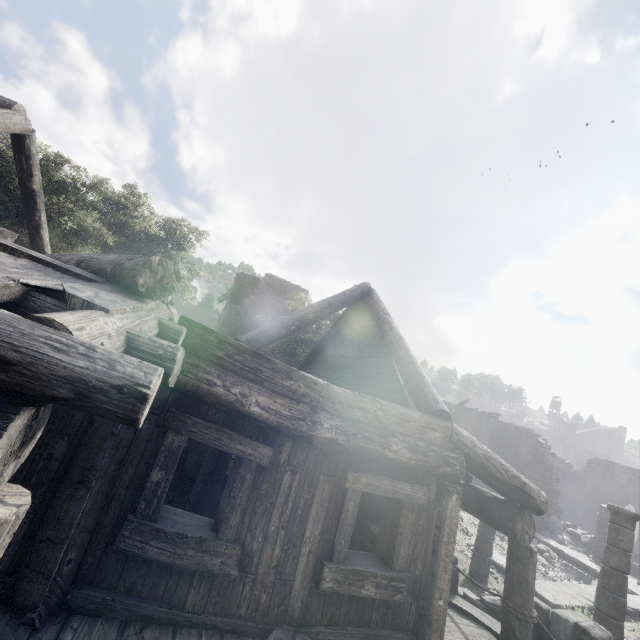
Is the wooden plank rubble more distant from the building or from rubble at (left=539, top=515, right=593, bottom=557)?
rubble at (left=539, top=515, right=593, bottom=557)

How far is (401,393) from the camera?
6.0m

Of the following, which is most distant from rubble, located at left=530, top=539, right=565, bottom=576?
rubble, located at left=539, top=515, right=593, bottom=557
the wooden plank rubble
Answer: the wooden plank rubble

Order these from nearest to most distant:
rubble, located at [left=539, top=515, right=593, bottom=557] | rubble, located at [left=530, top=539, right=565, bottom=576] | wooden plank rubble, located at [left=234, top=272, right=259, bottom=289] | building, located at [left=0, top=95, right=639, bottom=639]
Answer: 1. building, located at [left=0, top=95, right=639, bottom=639]
2. rubble, located at [left=530, top=539, right=565, bottom=576]
3. rubble, located at [left=539, top=515, right=593, bottom=557]
4. wooden plank rubble, located at [left=234, top=272, right=259, bottom=289]

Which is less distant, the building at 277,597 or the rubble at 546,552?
the building at 277,597

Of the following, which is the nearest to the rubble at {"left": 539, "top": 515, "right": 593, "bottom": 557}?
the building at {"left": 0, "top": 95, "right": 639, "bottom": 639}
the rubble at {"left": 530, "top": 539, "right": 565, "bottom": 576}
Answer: the building at {"left": 0, "top": 95, "right": 639, "bottom": 639}

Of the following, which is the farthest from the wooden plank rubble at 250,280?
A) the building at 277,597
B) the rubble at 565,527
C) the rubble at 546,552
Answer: the rubble at 565,527

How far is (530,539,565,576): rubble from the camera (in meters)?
15.32
